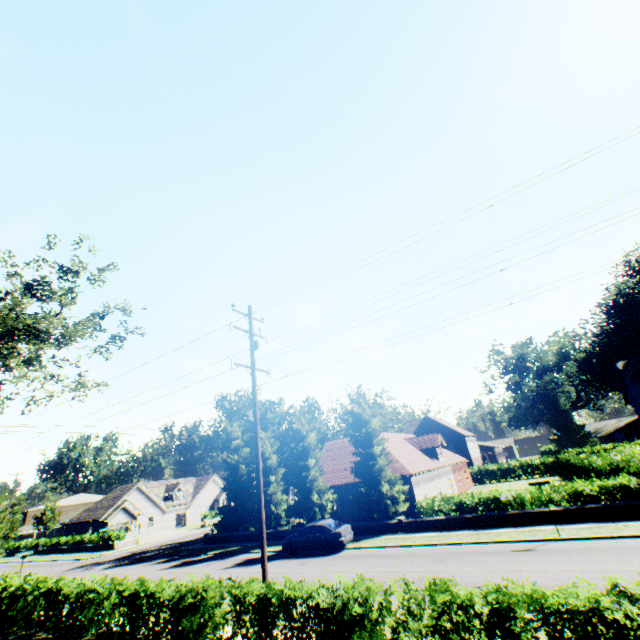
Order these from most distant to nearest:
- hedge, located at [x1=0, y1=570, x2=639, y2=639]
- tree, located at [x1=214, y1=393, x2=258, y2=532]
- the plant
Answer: the plant, tree, located at [x1=214, y1=393, x2=258, y2=532], hedge, located at [x1=0, y1=570, x2=639, y2=639]

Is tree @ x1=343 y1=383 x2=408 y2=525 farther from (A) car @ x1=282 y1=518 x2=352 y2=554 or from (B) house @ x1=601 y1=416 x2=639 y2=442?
(B) house @ x1=601 y1=416 x2=639 y2=442

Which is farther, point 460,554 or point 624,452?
point 624,452

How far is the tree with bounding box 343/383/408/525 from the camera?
23.9m

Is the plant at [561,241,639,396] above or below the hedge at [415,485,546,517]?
above

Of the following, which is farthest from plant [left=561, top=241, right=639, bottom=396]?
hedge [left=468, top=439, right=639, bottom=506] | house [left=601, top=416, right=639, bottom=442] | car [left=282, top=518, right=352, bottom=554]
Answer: car [left=282, top=518, right=352, bottom=554]

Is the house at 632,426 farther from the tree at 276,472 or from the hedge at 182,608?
the tree at 276,472

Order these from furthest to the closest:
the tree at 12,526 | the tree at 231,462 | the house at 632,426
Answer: the house at 632,426 → the tree at 231,462 → the tree at 12,526
